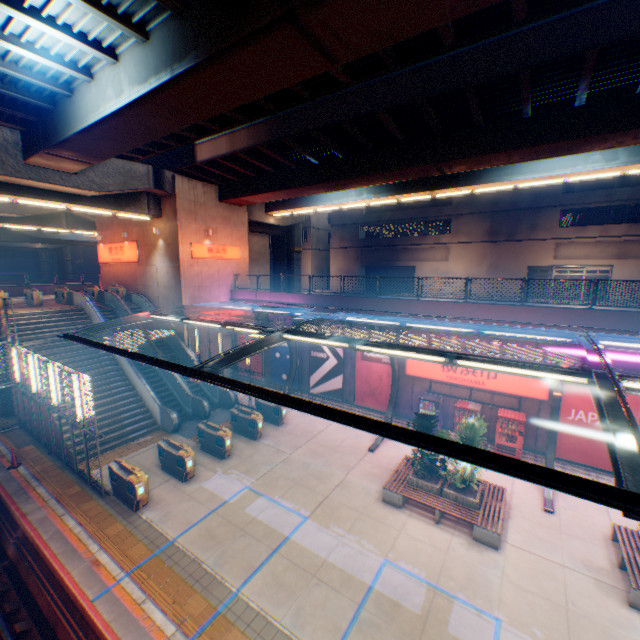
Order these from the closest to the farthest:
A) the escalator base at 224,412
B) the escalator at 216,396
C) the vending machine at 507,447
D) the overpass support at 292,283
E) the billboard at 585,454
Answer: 1. the billboard at 585,454
2. the vending machine at 507,447
3. the escalator base at 224,412
4. the escalator at 216,396
5. the overpass support at 292,283

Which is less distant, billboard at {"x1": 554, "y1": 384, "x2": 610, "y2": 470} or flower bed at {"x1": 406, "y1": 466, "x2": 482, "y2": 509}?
flower bed at {"x1": 406, "y1": 466, "x2": 482, "y2": 509}

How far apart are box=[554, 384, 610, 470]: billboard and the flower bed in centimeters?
550cm

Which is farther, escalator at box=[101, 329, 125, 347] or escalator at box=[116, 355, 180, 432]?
escalator at box=[101, 329, 125, 347]

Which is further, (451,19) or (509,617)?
(509,617)

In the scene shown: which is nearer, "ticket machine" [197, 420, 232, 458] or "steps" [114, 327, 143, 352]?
"ticket machine" [197, 420, 232, 458]

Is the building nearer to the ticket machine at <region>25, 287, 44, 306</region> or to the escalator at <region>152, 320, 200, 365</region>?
the escalator at <region>152, 320, 200, 365</region>

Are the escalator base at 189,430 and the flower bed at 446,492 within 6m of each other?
no
